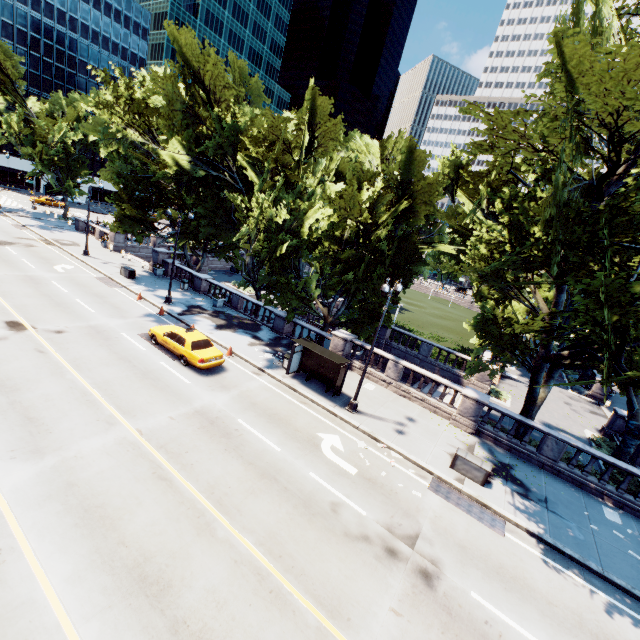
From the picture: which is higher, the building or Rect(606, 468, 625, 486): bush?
the building

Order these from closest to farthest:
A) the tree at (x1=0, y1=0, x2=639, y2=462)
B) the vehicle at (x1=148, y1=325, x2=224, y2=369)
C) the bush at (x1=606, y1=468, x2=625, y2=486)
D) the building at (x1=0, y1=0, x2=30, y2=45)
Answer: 1. the tree at (x1=0, y1=0, x2=639, y2=462)
2. the bush at (x1=606, y1=468, x2=625, y2=486)
3. the vehicle at (x1=148, y1=325, x2=224, y2=369)
4. the building at (x1=0, y1=0, x2=30, y2=45)

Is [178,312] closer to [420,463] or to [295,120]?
[420,463]

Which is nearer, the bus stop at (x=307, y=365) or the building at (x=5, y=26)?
the bus stop at (x=307, y=365)

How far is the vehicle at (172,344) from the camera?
17.3 meters

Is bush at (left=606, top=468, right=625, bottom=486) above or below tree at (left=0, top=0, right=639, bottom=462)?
below

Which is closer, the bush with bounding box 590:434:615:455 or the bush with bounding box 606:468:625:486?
the bush with bounding box 606:468:625:486

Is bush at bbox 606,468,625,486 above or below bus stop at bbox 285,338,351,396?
below
